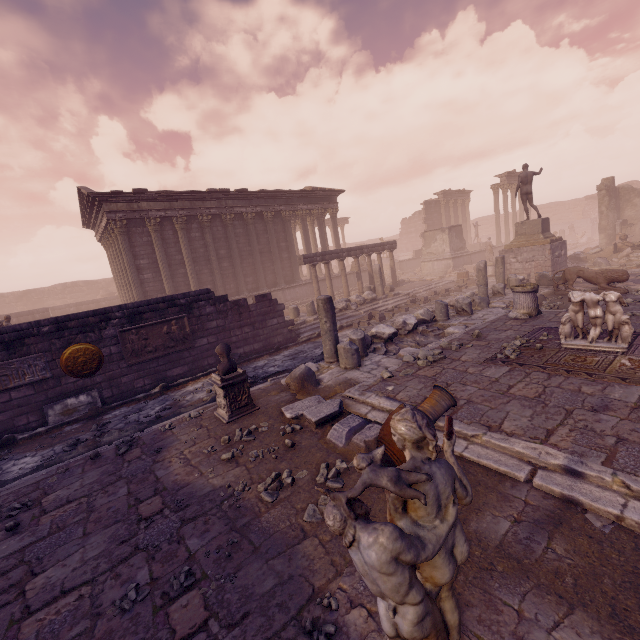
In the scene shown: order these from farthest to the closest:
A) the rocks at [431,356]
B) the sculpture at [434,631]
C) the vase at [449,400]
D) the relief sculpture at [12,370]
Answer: the relief sculpture at [12,370]
the rocks at [431,356]
the vase at [449,400]
the sculpture at [434,631]

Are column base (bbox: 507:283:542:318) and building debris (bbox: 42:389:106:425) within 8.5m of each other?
no

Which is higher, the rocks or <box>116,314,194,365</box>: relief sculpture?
<box>116,314,194,365</box>: relief sculpture

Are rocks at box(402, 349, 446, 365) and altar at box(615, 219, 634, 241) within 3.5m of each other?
no

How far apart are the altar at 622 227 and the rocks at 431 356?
24.57m

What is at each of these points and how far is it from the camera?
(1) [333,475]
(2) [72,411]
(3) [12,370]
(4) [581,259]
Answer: (1) stone, 4.11m
(2) building debris, 8.54m
(3) relief sculpture, 7.97m
(4) debris pile, 19.25m

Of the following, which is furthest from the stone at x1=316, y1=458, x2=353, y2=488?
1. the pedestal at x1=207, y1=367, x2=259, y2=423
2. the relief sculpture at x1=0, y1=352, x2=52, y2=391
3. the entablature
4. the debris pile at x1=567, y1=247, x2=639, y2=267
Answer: the entablature

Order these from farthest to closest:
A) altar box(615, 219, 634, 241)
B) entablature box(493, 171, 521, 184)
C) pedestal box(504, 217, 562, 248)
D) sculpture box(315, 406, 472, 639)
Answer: entablature box(493, 171, 521, 184)
altar box(615, 219, 634, 241)
pedestal box(504, 217, 562, 248)
sculpture box(315, 406, 472, 639)
